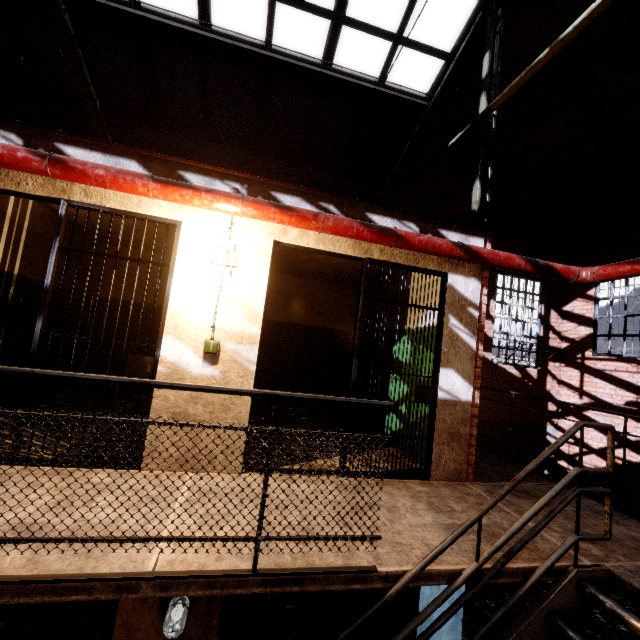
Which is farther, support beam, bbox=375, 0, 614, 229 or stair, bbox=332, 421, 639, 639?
support beam, bbox=375, 0, 614, 229

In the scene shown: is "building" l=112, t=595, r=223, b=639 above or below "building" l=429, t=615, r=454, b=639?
above

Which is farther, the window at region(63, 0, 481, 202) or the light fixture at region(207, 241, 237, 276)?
the window at region(63, 0, 481, 202)

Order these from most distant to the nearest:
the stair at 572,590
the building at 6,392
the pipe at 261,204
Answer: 1. the building at 6,392
2. the pipe at 261,204
3. the stair at 572,590

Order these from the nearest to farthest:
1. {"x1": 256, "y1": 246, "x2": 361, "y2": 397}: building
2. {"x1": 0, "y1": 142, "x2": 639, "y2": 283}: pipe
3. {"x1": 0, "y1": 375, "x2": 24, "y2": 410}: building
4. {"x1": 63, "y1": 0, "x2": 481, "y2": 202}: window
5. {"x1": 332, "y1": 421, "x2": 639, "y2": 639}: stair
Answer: →
1. {"x1": 332, "y1": 421, "x2": 639, "y2": 639}: stair
2. {"x1": 0, "y1": 142, "x2": 639, "y2": 283}: pipe
3. {"x1": 0, "y1": 375, "x2": 24, "y2": 410}: building
4. {"x1": 63, "y1": 0, "x2": 481, "y2": 202}: window
5. {"x1": 256, "y1": 246, "x2": 361, "y2": 397}: building

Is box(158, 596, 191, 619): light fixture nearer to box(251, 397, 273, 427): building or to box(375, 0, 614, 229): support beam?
box(251, 397, 273, 427): building

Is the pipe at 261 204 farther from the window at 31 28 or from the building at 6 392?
the window at 31 28

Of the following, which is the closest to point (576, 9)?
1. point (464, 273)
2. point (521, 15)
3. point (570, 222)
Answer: point (521, 15)
